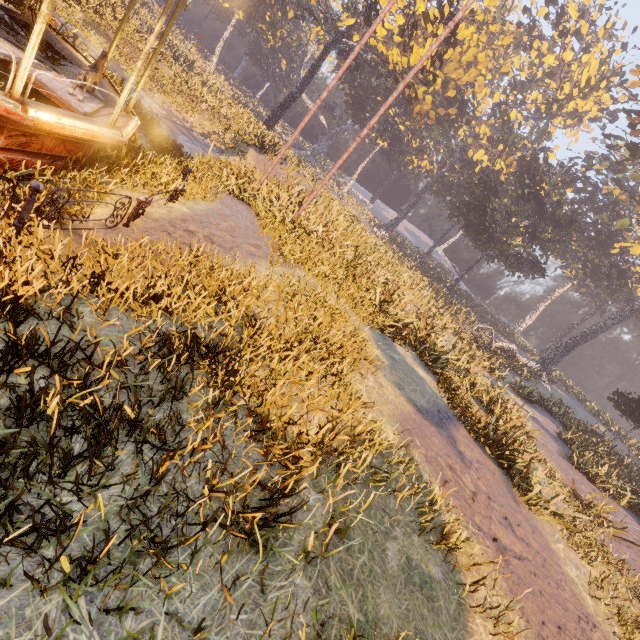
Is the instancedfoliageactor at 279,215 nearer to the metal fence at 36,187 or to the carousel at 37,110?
the carousel at 37,110

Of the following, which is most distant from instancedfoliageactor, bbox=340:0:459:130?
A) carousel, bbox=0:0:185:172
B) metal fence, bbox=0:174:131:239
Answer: metal fence, bbox=0:174:131:239

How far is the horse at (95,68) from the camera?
6.41m

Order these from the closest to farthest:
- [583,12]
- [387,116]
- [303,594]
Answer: [303,594], [583,12], [387,116]

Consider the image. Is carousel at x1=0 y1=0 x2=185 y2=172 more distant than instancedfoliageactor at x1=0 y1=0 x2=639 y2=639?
Yes

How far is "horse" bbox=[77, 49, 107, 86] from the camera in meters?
6.4 m

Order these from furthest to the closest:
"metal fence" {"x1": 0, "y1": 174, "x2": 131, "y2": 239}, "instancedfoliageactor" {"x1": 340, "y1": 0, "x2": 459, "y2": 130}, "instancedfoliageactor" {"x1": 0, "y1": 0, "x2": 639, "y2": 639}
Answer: "instancedfoliageactor" {"x1": 340, "y1": 0, "x2": 459, "y2": 130}
"metal fence" {"x1": 0, "y1": 174, "x2": 131, "y2": 239}
"instancedfoliageactor" {"x1": 0, "y1": 0, "x2": 639, "y2": 639}
